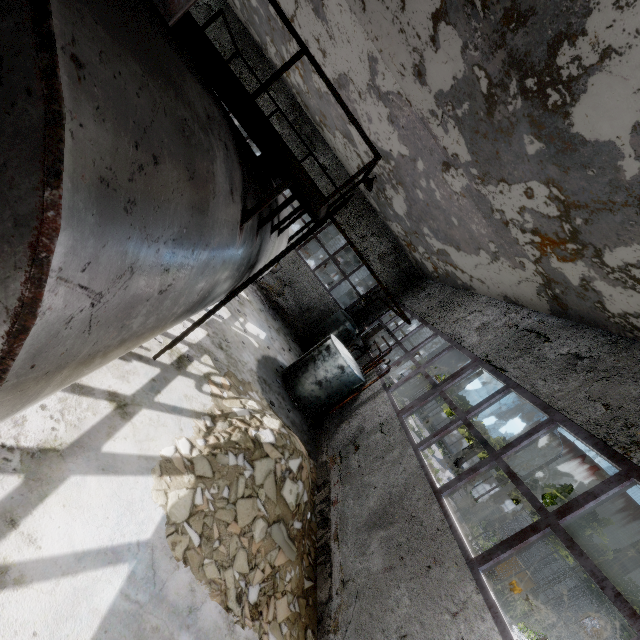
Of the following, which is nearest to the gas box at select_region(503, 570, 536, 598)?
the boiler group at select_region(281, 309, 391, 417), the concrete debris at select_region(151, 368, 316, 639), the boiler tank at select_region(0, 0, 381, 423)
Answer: the boiler group at select_region(281, 309, 391, 417)

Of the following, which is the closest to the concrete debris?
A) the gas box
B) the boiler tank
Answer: the boiler tank

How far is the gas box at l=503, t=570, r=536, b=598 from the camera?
16.89m

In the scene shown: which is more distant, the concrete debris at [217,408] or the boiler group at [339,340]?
the boiler group at [339,340]

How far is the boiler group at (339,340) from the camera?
10.1m

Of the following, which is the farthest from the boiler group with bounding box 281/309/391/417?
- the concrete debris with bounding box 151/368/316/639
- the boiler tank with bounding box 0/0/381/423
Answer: the boiler tank with bounding box 0/0/381/423

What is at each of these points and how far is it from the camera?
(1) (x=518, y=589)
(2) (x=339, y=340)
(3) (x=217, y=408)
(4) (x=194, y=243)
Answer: (1) gas box, 17.1m
(2) boiler group, 15.4m
(3) concrete debris, 6.5m
(4) boiler tank, 2.4m
